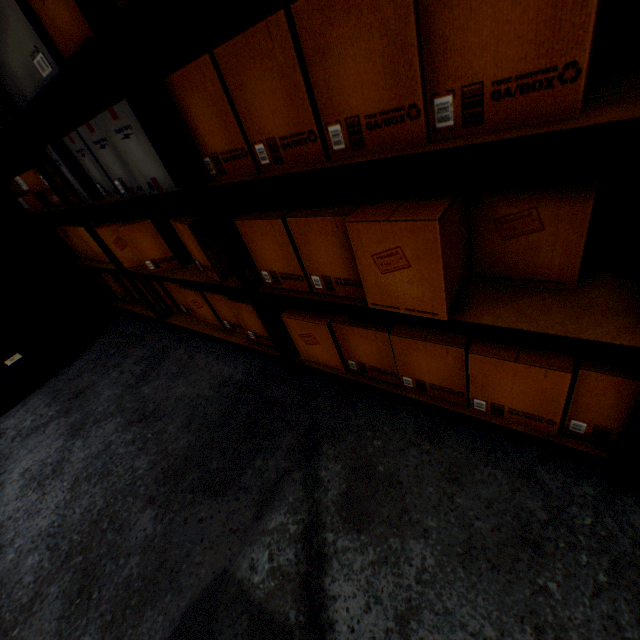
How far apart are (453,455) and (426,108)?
1.03m

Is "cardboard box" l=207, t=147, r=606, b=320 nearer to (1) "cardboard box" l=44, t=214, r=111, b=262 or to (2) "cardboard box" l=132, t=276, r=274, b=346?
(2) "cardboard box" l=132, t=276, r=274, b=346

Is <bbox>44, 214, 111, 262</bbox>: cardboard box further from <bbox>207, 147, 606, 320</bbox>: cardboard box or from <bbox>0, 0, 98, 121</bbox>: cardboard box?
<bbox>207, 147, 606, 320</bbox>: cardboard box

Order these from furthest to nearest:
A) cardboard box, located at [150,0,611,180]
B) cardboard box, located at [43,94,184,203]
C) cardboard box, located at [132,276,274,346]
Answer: cardboard box, located at [132,276,274,346]
cardboard box, located at [43,94,184,203]
cardboard box, located at [150,0,611,180]

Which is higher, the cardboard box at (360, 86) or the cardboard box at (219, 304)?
the cardboard box at (360, 86)

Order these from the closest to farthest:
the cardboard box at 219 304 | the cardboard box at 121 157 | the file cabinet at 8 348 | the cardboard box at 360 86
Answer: the cardboard box at 360 86
the cardboard box at 121 157
the cardboard box at 219 304
the file cabinet at 8 348

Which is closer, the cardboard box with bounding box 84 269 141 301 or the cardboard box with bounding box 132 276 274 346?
the cardboard box with bounding box 132 276 274 346

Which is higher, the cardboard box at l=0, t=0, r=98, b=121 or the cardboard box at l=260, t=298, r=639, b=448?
the cardboard box at l=0, t=0, r=98, b=121
